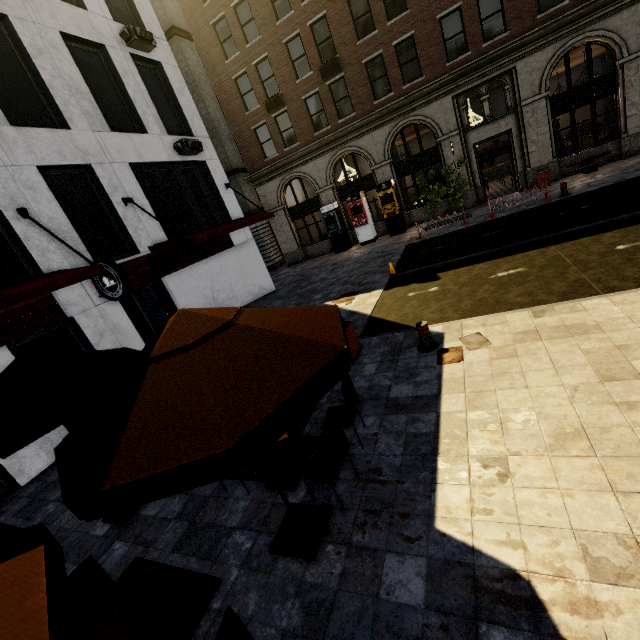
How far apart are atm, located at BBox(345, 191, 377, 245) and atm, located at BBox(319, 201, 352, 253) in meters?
0.8

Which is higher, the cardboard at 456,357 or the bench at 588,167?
the bench at 588,167

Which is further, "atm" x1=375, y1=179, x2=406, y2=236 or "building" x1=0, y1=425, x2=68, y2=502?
"atm" x1=375, y1=179, x2=406, y2=236

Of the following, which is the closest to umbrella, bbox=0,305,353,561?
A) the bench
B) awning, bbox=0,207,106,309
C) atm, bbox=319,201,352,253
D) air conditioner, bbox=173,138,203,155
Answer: awning, bbox=0,207,106,309

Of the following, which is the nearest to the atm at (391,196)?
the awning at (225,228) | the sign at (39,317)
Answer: the awning at (225,228)

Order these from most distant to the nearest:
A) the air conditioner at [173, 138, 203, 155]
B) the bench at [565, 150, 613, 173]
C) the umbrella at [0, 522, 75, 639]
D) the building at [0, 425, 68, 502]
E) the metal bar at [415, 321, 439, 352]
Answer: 1. the bench at [565, 150, 613, 173]
2. the air conditioner at [173, 138, 203, 155]
3. the building at [0, 425, 68, 502]
4. the metal bar at [415, 321, 439, 352]
5. the umbrella at [0, 522, 75, 639]

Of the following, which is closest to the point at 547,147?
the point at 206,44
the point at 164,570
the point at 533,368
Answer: the point at 533,368

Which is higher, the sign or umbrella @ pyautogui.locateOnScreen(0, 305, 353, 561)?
the sign
